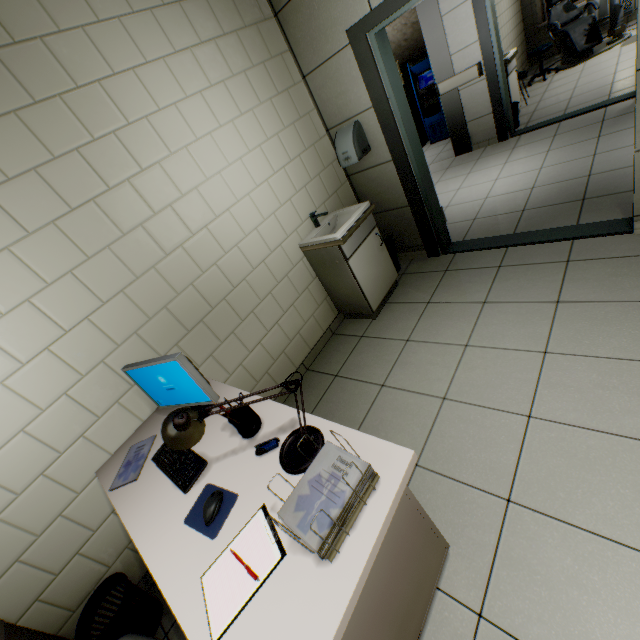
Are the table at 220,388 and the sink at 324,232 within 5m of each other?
yes

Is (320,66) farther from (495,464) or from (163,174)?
(495,464)

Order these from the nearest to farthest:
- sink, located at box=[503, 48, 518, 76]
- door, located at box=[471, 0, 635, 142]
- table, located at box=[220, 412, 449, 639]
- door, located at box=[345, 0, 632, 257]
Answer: table, located at box=[220, 412, 449, 639] → door, located at box=[345, 0, 632, 257] → door, located at box=[471, 0, 635, 142] → sink, located at box=[503, 48, 518, 76]

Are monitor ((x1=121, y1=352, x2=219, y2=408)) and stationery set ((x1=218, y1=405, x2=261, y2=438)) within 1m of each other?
yes

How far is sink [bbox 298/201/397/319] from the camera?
2.8m

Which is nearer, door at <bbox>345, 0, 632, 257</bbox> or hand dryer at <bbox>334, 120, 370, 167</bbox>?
door at <bbox>345, 0, 632, 257</bbox>

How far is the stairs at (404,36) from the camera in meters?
6.1

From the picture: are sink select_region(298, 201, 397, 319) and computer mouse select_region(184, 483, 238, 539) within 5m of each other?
yes
